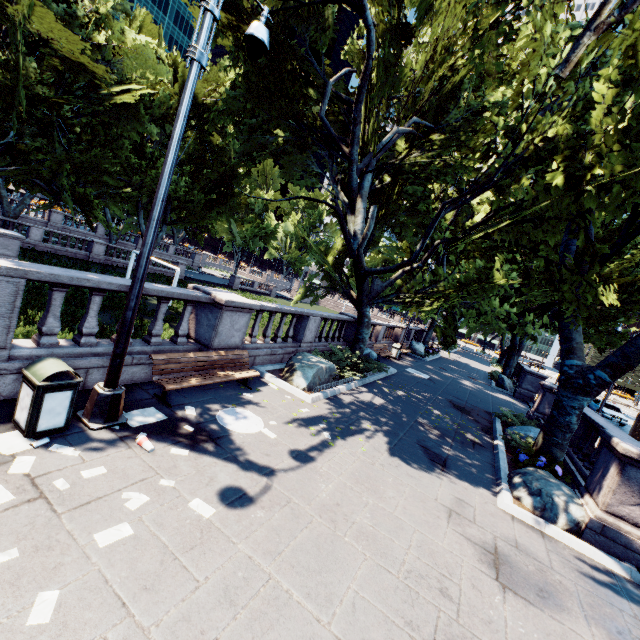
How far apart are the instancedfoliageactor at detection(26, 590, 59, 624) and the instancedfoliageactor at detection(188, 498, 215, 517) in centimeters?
158cm

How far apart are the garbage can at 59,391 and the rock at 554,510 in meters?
9.2 m

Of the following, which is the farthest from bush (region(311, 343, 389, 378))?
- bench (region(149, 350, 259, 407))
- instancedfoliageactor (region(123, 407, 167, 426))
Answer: instancedfoliageactor (region(123, 407, 167, 426))

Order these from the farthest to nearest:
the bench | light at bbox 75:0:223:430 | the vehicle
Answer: the vehicle
the bench
light at bbox 75:0:223:430

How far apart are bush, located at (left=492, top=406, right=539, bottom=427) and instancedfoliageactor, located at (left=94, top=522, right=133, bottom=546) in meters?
13.9

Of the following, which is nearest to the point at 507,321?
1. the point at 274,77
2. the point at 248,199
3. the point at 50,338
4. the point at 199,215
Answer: the point at 274,77

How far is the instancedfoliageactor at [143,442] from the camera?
5.1 meters

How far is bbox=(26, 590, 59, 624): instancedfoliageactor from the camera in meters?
2.6
